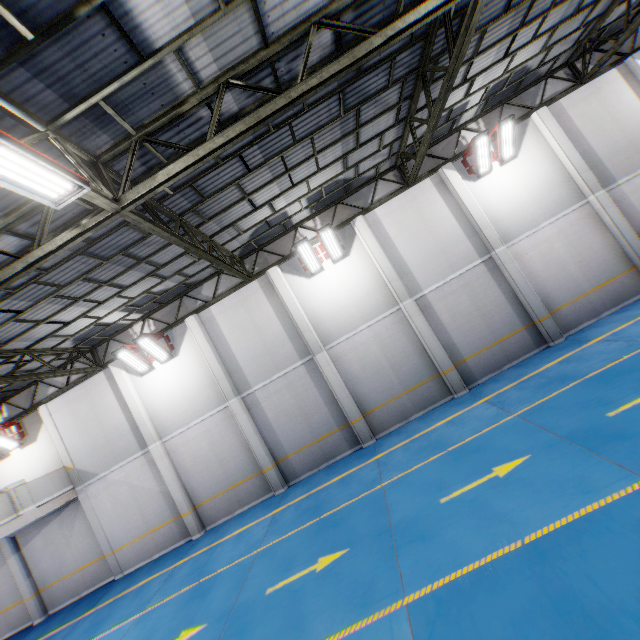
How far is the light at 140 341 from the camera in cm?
1259

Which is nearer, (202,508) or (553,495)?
(553,495)

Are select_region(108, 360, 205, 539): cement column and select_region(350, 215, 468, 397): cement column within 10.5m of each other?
no

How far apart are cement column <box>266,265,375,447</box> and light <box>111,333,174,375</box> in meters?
4.9 m

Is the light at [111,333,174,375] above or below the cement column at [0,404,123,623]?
above

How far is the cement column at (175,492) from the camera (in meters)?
12.91

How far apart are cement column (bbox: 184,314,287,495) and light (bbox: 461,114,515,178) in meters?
12.3 m

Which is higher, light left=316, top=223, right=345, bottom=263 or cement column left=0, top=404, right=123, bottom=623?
light left=316, top=223, right=345, bottom=263
